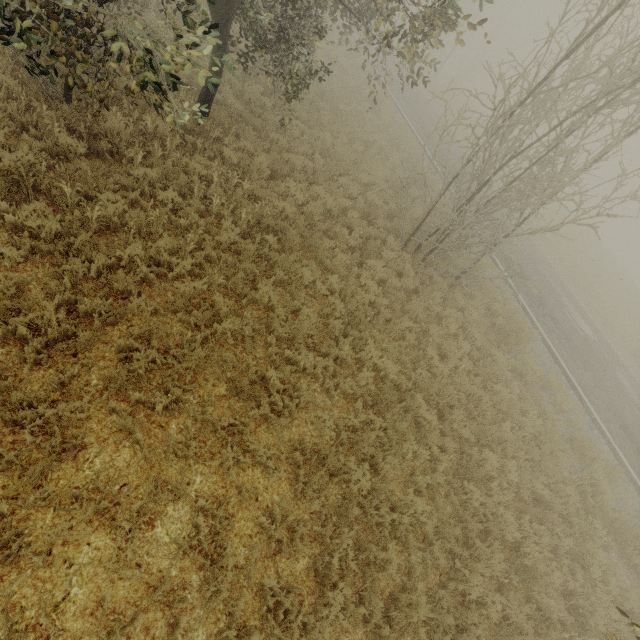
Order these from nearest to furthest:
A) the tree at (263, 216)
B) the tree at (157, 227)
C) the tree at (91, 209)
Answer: the tree at (91, 209)
the tree at (157, 227)
the tree at (263, 216)

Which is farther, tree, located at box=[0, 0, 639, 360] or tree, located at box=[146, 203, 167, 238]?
tree, located at box=[146, 203, 167, 238]

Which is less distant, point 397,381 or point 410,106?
point 397,381

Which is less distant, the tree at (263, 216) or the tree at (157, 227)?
the tree at (157, 227)

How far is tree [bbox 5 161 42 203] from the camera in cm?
531

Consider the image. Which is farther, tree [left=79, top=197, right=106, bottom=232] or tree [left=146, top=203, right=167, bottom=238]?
tree [left=146, top=203, right=167, bottom=238]

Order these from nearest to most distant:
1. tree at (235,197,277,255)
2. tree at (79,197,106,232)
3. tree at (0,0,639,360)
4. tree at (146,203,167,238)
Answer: tree at (0,0,639,360) → tree at (79,197,106,232) → tree at (146,203,167,238) → tree at (235,197,277,255)

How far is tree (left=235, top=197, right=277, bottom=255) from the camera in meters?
7.5 m
